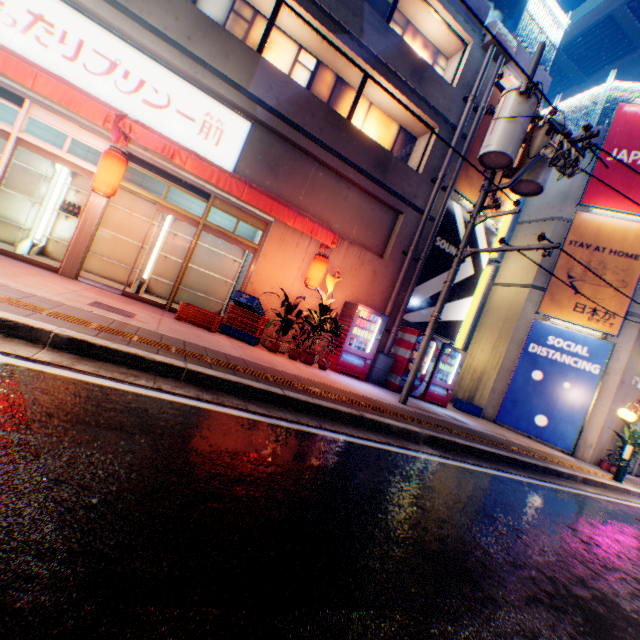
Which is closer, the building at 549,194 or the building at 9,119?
the building at 9,119

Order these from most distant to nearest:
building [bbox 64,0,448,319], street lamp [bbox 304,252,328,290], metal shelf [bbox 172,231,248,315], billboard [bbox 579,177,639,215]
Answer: billboard [bbox 579,177,639,215] → metal shelf [bbox 172,231,248,315] → street lamp [bbox 304,252,328,290] → building [bbox 64,0,448,319]

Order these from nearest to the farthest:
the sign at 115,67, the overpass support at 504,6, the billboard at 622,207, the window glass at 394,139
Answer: the sign at 115,67, the window glass at 394,139, the billboard at 622,207, the overpass support at 504,6

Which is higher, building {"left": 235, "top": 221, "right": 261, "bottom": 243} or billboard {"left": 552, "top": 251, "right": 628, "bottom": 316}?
billboard {"left": 552, "top": 251, "right": 628, "bottom": 316}

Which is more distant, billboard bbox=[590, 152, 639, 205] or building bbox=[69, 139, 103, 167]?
billboard bbox=[590, 152, 639, 205]

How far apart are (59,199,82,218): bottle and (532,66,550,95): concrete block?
14.0 meters

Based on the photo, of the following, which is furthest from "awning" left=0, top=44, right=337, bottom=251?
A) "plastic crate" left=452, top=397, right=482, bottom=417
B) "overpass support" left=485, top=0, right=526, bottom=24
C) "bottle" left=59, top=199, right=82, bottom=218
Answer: "overpass support" left=485, top=0, right=526, bottom=24

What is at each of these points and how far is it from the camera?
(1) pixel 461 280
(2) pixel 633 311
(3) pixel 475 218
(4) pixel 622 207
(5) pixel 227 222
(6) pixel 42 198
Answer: (1) billboard, 11.3 meters
(2) building, 11.9 meters
(3) electric pole, 8.2 meters
(4) billboard, 12.3 meters
(5) building, 10.0 meters
(6) metal shelf, 8.1 meters
